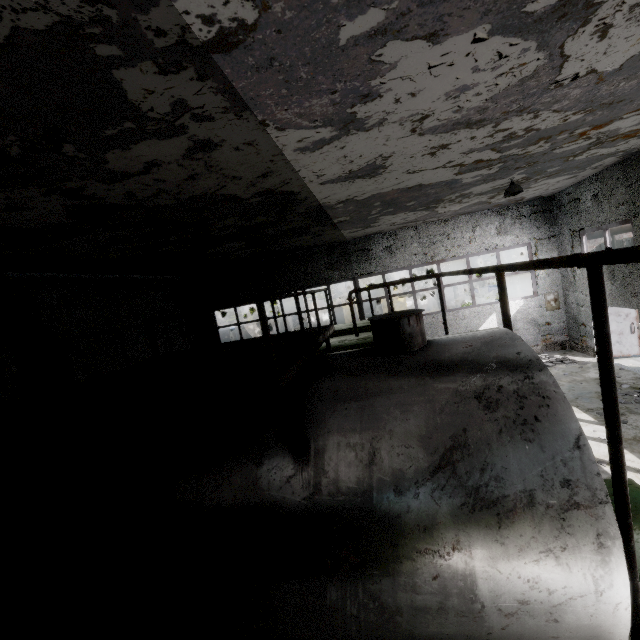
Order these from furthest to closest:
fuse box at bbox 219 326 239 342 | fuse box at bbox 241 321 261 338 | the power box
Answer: fuse box at bbox 241 321 261 338, fuse box at bbox 219 326 239 342, the power box

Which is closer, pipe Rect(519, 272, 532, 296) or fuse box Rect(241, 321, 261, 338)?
pipe Rect(519, 272, 532, 296)

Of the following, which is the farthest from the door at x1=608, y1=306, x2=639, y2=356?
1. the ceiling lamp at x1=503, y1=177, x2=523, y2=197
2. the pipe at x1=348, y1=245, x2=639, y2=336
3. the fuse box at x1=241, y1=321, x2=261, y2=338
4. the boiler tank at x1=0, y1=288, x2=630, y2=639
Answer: the fuse box at x1=241, y1=321, x2=261, y2=338

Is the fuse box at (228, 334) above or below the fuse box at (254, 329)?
above

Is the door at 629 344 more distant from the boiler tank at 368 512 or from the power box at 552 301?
the boiler tank at 368 512

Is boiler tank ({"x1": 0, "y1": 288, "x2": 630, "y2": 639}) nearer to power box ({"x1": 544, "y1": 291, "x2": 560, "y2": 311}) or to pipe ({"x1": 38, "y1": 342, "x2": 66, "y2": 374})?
pipe ({"x1": 38, "y1": 342, "x2": 66, "y2": 374})

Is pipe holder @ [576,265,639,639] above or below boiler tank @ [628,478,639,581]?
above

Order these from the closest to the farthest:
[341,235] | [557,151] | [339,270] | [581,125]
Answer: [581,125]
[557,151]
[341,235]
[339,270]
